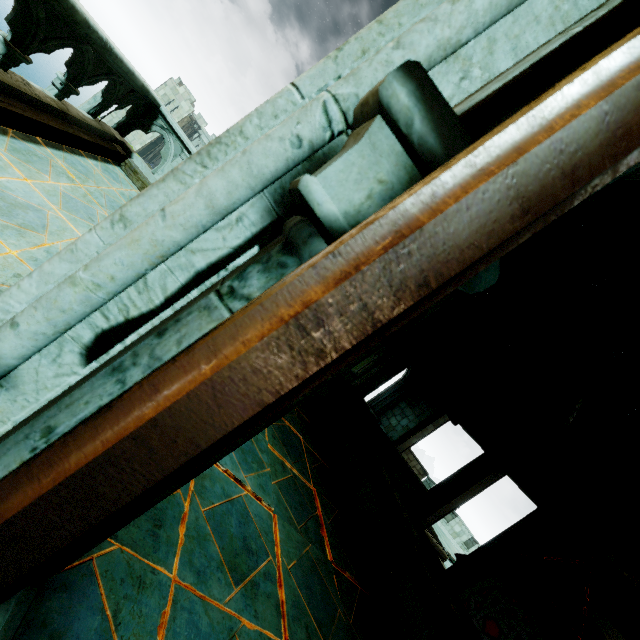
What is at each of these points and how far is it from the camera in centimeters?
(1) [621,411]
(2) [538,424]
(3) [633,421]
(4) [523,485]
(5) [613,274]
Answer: (1) rafter, 1085cm
(2) merlon, 1262cm
(3) wooden beam, 1098cm
(4) stone beam, 1128cm
(5) rafter, 870cm

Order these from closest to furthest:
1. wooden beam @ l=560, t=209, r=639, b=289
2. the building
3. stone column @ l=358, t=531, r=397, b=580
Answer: stone column @ l=358, t=531, r=397, b=580 → wooden beam @ l=560, t=209, r=639, b=289 → the building

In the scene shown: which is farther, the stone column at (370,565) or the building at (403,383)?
the building at (403,383)

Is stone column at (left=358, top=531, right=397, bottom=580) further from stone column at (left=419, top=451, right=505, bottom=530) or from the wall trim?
stone column at (left=419, top=451, right=505, bottom=530)

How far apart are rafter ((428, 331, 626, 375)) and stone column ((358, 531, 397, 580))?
9.2m

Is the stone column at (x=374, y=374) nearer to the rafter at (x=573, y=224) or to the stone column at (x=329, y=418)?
the rafter at (x=573, y=224)

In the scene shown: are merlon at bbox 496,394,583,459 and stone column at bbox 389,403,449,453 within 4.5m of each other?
yes

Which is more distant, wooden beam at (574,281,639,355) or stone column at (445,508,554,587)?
stone column at (445,508,554,587)
